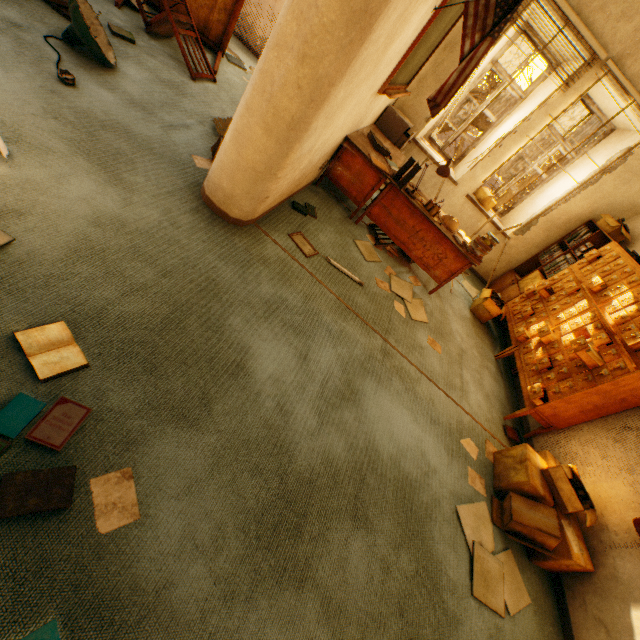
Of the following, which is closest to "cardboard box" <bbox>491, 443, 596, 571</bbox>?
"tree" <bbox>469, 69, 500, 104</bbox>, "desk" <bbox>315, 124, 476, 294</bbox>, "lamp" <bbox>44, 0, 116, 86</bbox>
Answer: "desk" <bbox>315, 124, 476, 294</bbox>

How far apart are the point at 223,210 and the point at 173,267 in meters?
0.8

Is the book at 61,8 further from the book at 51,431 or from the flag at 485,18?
the flag at 485,18

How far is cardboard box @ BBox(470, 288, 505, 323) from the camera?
4.8 meters

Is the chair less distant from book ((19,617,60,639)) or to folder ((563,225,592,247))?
book ((19,617,60,639))

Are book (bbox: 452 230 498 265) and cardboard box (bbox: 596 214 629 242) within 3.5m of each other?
yes

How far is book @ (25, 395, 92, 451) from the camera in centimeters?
129cm

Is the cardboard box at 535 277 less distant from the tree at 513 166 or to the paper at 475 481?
the paper at 475 481
